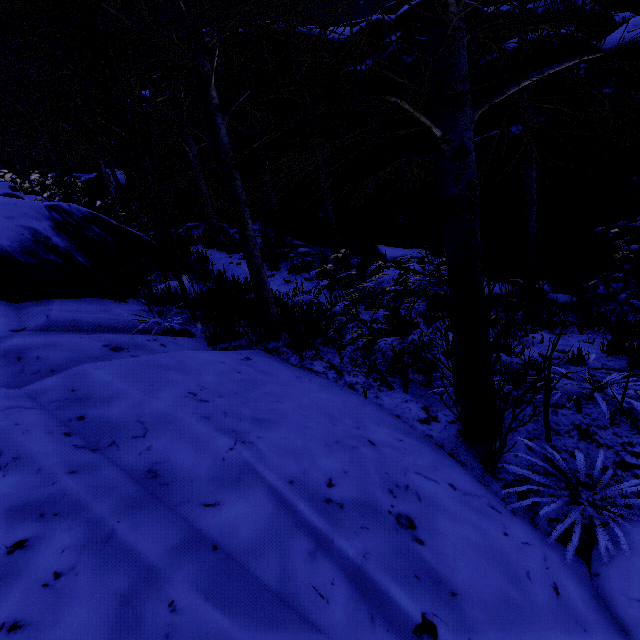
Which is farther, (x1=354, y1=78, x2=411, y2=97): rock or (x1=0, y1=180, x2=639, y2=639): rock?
(x1=354, y1=78, x2=411, y2=97): rock

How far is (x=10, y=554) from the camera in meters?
1.3 m

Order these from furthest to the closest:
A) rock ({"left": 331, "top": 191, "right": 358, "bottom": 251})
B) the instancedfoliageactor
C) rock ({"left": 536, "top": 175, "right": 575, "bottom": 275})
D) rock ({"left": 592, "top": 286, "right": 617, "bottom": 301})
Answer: rock ({"left": 331, "top": 191, "right": 358, "bottom": 251}), rock ({"left": 536, "top": 175, "right": 575, "bottom": 275}), rock ({"left": 592, "top": 286, "right": 617, "bottom": 301}), the instancedfoliageactor

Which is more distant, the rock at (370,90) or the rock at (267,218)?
the rock at (267,218)

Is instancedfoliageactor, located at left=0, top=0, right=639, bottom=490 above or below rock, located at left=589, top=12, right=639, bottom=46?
below

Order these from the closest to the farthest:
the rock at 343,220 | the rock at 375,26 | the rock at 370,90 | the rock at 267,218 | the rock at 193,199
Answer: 1. the rock at 370,90
2. the rock at 375,26
3. the rock at 343,220
4. the rock at 267,218
5. the rock at 193,199
